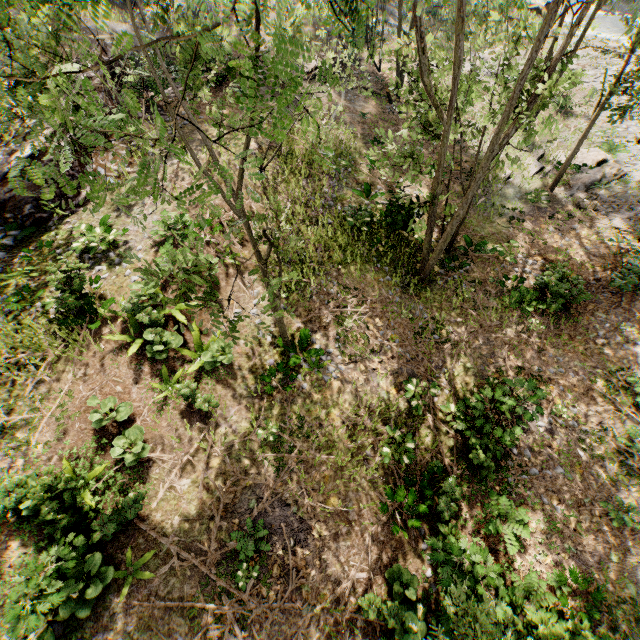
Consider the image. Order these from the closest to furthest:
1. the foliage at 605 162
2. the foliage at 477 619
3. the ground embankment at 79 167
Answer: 1. the foliage at 605 162
2. the foliage at 477 619
3. the ground embankment at 79 167

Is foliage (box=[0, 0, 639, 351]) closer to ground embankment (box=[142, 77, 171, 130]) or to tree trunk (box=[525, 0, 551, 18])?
ground embankment (box=[142, 77, 171, 130])

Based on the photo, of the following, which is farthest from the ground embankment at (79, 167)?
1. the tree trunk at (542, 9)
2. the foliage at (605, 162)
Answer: the tree trunk at (542, 9)

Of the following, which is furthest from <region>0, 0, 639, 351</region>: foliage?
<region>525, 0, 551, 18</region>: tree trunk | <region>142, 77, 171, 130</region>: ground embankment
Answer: <region>525, 0, 551, 18</region>: tree trunk

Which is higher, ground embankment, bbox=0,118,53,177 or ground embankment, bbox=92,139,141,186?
ground embankment, bbox=0,118,53,177

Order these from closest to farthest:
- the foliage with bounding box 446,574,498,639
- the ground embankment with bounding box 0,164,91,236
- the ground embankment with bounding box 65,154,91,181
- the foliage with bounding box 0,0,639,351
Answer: the foliage with bounding box 0,0,639,351 → the foliage with bounding box 446,574,498,639 → the ground embankment with bounding box 0,164,91,236 → the ground embankment with bounding box 65,154,91,181

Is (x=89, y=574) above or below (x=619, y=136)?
above
